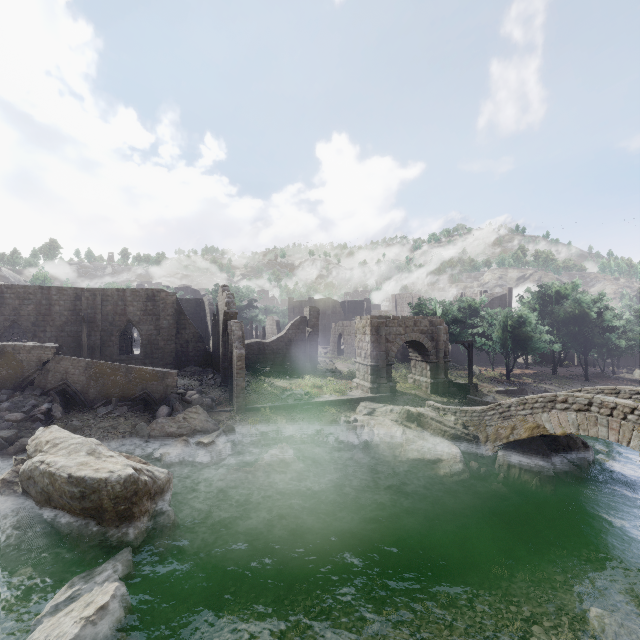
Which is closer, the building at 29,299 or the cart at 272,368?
the building at 29,299

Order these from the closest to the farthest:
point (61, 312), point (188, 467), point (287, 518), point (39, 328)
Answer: point (287, 518) < point (188, 467) < point (39, 328) < point (61, 312)

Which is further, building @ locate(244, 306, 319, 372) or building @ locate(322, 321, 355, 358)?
building @ locate(322, 321, 355, 358)

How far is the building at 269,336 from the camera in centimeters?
3193cm

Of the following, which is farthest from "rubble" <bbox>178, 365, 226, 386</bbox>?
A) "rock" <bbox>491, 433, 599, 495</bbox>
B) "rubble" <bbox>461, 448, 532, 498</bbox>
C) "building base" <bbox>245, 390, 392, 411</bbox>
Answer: "rock" <bbox>491, 433, 599, 495</bbox>

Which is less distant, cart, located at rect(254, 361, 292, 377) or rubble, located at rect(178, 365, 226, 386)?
rubble, located at rect(178, 365, 226, 386)

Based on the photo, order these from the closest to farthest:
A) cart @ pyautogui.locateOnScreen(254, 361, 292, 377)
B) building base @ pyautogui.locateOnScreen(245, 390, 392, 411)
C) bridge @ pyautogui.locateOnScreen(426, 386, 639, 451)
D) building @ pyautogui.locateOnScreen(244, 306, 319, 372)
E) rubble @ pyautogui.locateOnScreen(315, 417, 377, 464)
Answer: bridge @ pyautogui.locateOnScreen(426, 386, 639, 451), rubble @ pyautogui.locateOnScreen(315, 417, 377, 464), building base @ pyautogui.locateOnScreen(245, 390, 392, 411), cart @ pyautogui.locateOnScreen(254, 361, 292, 377), building @ pyautogui.locateOnScreen(244, 306, 319, 372)

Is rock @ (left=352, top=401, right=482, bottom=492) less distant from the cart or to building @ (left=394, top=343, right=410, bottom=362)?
the cart
